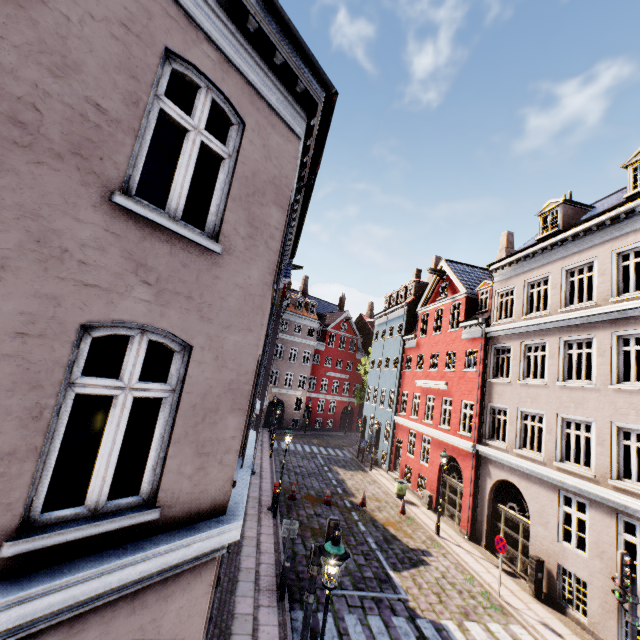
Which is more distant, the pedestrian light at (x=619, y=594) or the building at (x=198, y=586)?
the pedestrian light at (x=619, y=594)

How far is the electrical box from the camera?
11.5 meters

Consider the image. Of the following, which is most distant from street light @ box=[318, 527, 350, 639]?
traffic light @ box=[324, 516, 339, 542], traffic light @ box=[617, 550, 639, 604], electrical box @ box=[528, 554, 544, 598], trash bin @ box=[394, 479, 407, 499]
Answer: trash bin @ box=[394, 479, 407, 499]

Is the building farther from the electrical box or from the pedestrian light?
the pedestrian light

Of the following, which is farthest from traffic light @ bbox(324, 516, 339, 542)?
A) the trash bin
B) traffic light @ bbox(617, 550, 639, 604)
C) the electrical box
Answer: the trash bin

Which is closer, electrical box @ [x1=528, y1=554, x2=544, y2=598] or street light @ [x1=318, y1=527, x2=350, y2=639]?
street light @ [x1=318, y1=527, x2=350, y2=639]

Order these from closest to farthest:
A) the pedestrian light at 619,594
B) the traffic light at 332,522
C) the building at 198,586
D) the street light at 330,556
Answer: the building at 198,586 → the street light at 330,556 → the traffic light at 332,522 → the pedestrian light at 619,594

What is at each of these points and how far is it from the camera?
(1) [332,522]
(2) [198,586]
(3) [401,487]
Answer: (1) traffic light, 6.7 meters
(2) building, 3.9 meters
(3) trash bin, 19.6 meters
